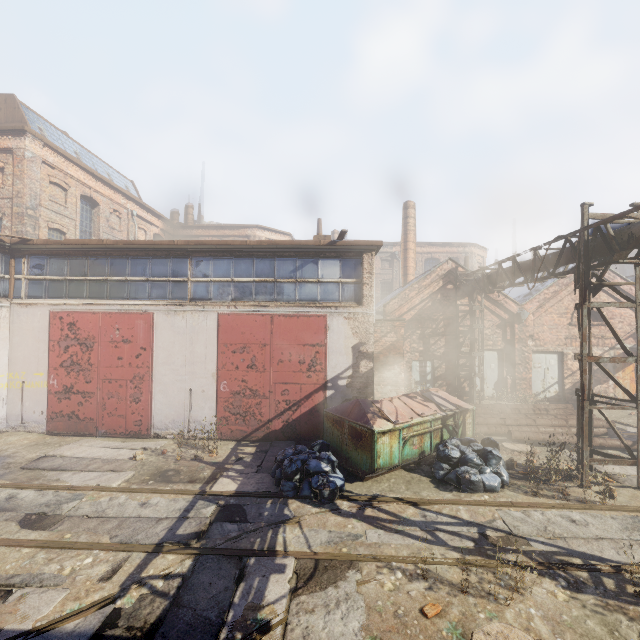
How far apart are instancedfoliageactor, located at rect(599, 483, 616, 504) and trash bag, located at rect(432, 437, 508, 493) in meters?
1.9

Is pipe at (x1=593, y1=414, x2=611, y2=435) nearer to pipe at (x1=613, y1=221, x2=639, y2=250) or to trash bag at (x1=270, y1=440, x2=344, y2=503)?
pipe at (x1=613, y1=221, x2=639, y2=250)

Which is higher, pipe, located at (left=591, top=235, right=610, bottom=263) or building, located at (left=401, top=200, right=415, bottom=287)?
building, located at (left=401, top=200, right=415, bottom=287)

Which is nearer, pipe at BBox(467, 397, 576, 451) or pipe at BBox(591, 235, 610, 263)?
pipe at BBox(591, 235, 610, 263)

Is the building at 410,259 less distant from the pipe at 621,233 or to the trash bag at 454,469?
the pipe at 621,233

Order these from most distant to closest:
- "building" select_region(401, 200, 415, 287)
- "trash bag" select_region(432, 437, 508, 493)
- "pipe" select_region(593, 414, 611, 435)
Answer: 1. "building" select_region(401, 200, 415, 287)
2. "pipe" select_region(593, 414, 611, 435)
3. "trash bag" select_region(432, 437, 508, 493)

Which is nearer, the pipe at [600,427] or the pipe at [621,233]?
the pipe at [621,233]

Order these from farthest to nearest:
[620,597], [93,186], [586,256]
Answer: [93,186], [586,256], [620,597]
